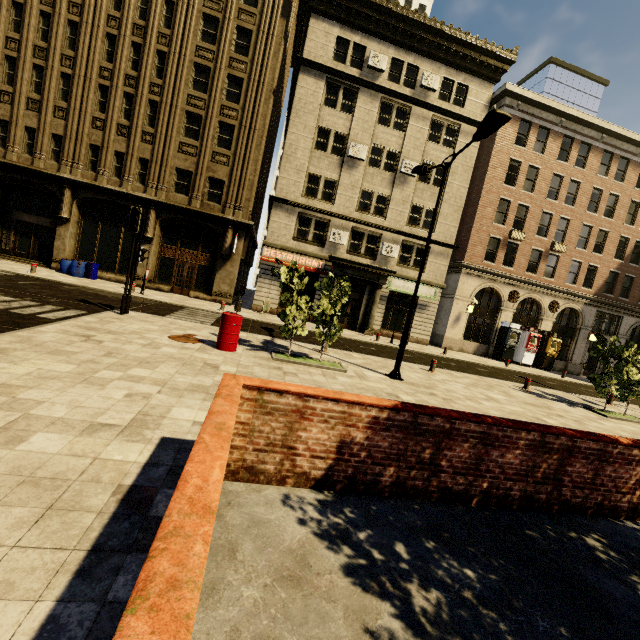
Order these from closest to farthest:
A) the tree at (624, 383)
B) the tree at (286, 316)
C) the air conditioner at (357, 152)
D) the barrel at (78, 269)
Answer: the tree at (286, 316), the tree at (624, 383), the barrel at (78, 269), the air conditioner at (357, 152)

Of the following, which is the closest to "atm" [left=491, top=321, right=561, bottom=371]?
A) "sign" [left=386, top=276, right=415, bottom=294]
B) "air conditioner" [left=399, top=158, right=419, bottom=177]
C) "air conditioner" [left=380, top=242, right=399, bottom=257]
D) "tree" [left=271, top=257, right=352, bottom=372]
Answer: "sign" [left=386, top=276, right=415, bottom=294]

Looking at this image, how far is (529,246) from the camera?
25.88m

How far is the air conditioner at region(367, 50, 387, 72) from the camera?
21.62m

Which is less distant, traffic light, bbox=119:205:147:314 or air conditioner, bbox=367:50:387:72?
traffic light, bbox=119:205:147:314

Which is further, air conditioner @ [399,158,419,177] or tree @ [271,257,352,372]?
air conditioner @ [399,158,419,177]

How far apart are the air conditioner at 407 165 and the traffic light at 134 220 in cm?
1805

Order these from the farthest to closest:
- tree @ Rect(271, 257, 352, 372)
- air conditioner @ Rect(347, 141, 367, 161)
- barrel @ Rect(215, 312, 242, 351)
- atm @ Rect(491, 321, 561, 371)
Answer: atm @ Rect(491, 321, 561, 371)
air conditioner @ Rect(347, 141, 367, 161)
tree @ Rect(271, 257, 352, 372)
barrel @ Rect(215, 312, 242, 351)
